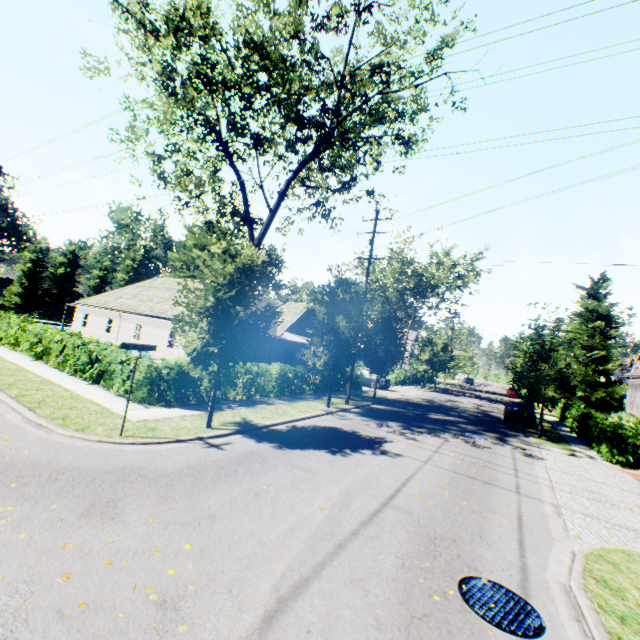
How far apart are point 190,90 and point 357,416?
19.6m

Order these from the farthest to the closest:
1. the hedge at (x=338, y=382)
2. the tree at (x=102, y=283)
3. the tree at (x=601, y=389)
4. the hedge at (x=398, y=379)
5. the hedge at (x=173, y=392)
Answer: the tree at (x=102, y=283) → the hedge at (x=398, y=379) → the hedge at (x=338, y=382) → the tree at (x=601, y=389) → the hedge at (x=173, y=392)

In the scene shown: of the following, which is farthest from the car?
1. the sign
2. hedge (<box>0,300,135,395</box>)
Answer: Result: hedge (<box>0,300,135,395</box>)

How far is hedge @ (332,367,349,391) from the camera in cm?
2309

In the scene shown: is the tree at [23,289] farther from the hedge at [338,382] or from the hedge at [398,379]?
the hedge at [338,382]

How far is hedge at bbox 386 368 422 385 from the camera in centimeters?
3747cm

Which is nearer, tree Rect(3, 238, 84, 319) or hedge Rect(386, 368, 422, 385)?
hedge Rect(386, 368, 422, 385)

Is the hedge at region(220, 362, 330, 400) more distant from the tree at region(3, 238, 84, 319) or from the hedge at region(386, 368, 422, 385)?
the hedge at region(386, 368, 422, 385)
